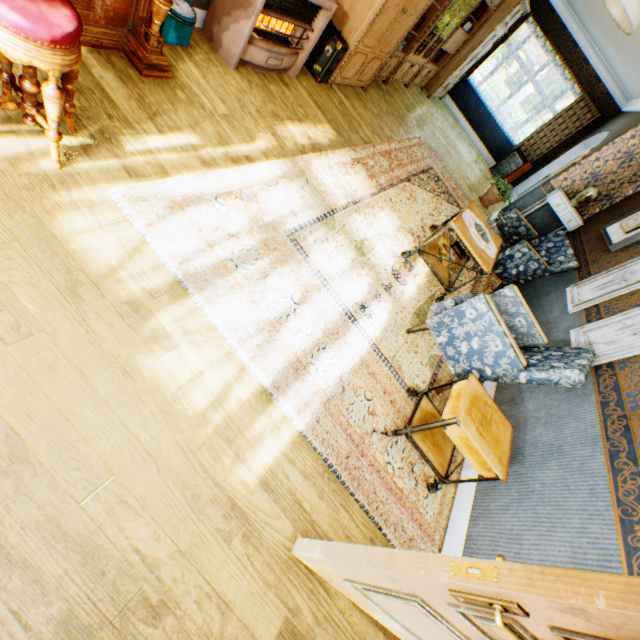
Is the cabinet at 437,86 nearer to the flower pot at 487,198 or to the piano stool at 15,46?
the flower pot at 487,198

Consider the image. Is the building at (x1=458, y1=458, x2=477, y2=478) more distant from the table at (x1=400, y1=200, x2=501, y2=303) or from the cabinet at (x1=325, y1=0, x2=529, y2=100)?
the table at (x1=400, y1=200, x2=501, y2=303)

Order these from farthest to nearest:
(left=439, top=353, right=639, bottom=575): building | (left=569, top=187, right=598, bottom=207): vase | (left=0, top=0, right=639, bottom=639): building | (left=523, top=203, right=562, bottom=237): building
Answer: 1. (left=523, top=203, right=562, bottom=237): building
2. (left=569, top=187, right=598, bottom=207): vase
3. (left=439, top=353, right=639, bottom=575): building
4. (left=0, top=0, right=639, bottom=639): building

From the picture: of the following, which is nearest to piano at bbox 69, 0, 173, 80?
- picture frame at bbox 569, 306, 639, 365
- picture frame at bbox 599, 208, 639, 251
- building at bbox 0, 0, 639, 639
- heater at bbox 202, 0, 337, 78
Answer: building at bbox 0, 0, 639, 639

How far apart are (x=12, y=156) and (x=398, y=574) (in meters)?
2.80

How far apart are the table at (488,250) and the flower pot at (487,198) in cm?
363

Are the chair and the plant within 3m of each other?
no

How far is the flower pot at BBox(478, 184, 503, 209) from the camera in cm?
729
